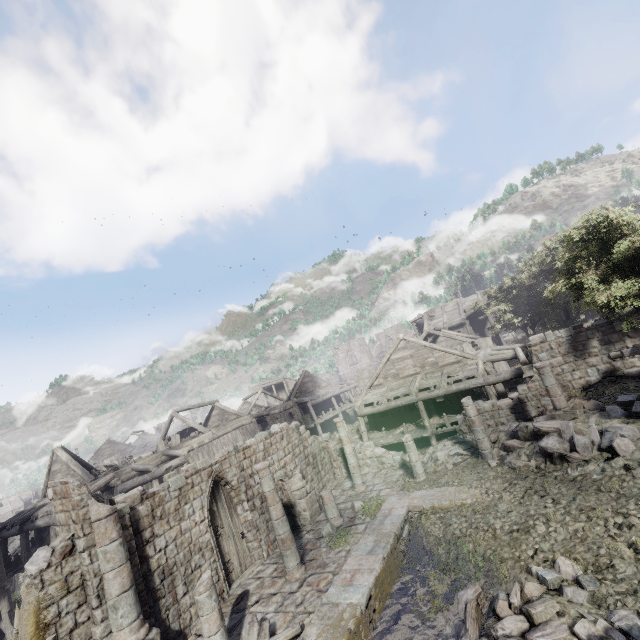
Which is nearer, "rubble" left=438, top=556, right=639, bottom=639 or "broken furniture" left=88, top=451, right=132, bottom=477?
"rubble" left=438, top=556, right=639, bottom=639

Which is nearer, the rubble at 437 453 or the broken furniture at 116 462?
the rubble at 437 453

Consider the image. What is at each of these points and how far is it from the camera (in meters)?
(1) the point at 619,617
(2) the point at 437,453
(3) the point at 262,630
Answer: (1) rubble, 6.33
(2) rubble, 16.91
(3) wooden plank rubble, 8.55

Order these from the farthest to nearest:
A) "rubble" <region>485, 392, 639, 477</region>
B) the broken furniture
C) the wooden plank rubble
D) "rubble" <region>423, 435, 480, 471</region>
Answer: the broken furniture, "rubble" <region>423, 435, 480, 471</region>, "rubble" <region>485, 392, 639, 477</region>, the wooden plank rubble

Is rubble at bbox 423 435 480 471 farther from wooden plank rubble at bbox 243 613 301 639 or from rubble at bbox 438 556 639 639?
wooden plank rubble at bbox 243 613 301 639

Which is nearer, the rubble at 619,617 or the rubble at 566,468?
the rubble at 619,617

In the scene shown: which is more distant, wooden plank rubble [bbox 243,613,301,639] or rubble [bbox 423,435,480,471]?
rubble [bbox 423,435,480,471]
